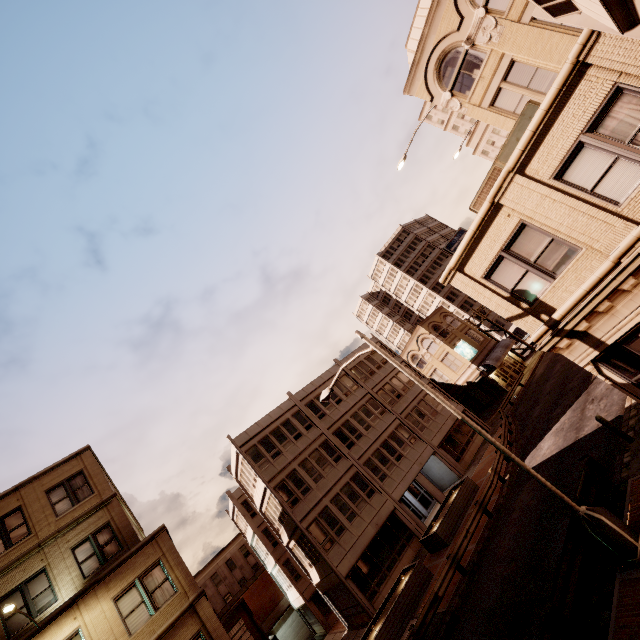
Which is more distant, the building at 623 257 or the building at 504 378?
the building at 504 378

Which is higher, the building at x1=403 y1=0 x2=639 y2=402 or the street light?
the building at x1=403 y1=0 x2=639 y2=402

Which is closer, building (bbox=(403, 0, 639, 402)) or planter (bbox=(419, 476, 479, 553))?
building (bbox=(403, 0, 639, 402))

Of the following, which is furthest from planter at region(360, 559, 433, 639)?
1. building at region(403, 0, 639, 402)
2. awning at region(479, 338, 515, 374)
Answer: awning at region(479, 338, 515, 374)

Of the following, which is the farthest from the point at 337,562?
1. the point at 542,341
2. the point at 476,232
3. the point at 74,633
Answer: the point at 476,232

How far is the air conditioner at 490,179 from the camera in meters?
9.6

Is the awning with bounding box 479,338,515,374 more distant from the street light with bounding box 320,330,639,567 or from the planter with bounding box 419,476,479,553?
the street light with bounding box 320,330,639,567

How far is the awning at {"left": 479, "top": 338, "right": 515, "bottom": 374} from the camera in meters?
38.5
